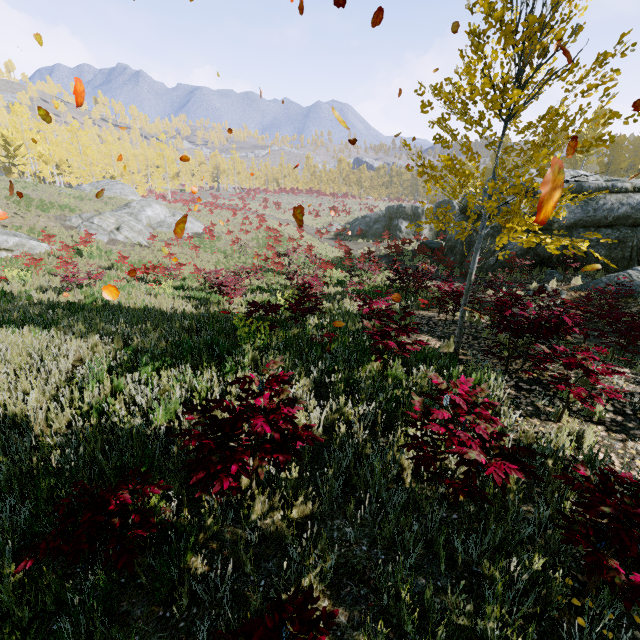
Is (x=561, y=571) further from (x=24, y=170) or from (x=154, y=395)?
(x=24, y=170)

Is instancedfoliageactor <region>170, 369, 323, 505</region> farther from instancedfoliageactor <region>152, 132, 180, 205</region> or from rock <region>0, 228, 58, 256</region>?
rock <region>0, 228, 58, 256</region>

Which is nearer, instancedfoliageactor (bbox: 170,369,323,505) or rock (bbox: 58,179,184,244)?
instancedfoliageactor (bbox: 170,369,323,505)

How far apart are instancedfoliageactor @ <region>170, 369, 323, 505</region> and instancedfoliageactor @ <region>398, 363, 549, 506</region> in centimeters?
75cm

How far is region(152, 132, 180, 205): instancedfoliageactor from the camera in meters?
51.5

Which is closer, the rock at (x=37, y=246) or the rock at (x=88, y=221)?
the rock at (x=37, y=246)

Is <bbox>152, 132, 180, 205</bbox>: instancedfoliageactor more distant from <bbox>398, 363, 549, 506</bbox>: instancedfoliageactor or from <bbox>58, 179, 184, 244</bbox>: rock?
<bbox>58, 179, 184, 244</bbox>: rock

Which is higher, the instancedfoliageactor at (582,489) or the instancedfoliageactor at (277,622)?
the instancedfoliageactor at (582,489)
